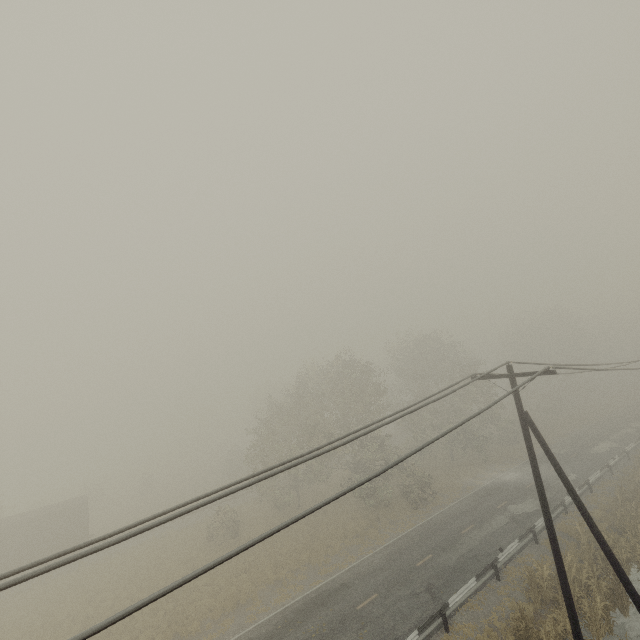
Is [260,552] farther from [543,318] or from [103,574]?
[543,318]

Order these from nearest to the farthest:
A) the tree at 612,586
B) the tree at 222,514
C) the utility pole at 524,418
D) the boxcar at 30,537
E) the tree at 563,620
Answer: the utility pole at 524,418 < the tree at 563,620 < the tree at 612,586 < the boxcar at 30,537 < the tree at 222,514

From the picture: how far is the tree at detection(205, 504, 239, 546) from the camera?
28.7m

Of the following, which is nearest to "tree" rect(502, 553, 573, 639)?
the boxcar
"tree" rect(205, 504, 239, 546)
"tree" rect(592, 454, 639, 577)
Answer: "tree" rect(592, 454, 639, 577)

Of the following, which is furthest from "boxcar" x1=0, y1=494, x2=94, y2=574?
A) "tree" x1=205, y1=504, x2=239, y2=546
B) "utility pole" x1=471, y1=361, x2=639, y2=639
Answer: "utility pole" x1=471, y1=361, x2=639, y2=639

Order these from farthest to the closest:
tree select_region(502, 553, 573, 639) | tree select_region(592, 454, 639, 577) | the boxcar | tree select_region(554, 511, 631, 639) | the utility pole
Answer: the boxcar → tree select_region(592, 454, 639, 577) → tree select_region(554, 511, 631, 639) → tree select_region(502, 553, 573, 639) → the utility pole

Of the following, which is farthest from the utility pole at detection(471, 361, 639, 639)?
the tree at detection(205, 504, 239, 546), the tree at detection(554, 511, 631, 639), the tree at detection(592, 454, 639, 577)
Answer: the tree at detection(205, 504, 239, 546)

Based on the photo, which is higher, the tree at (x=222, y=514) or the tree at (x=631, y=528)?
the tree at (x=222, y=514)
